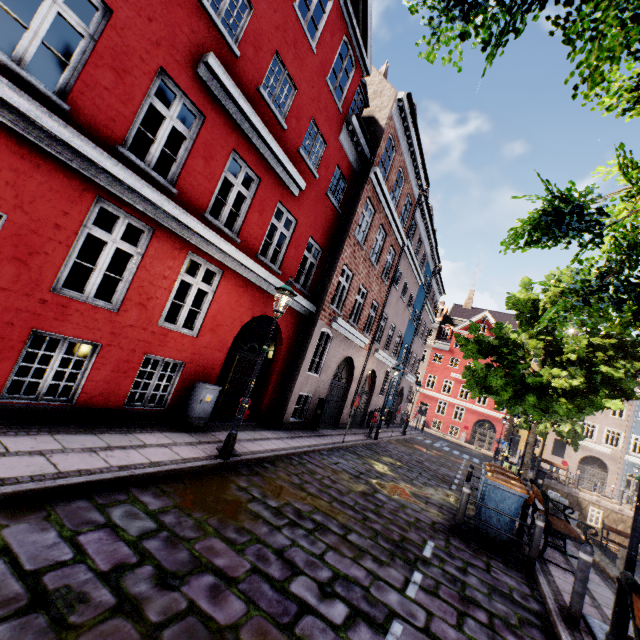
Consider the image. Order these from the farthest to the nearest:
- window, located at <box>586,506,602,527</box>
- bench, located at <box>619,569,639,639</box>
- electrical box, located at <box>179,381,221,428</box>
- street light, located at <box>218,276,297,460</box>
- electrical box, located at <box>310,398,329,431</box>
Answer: window, located at <box>586,506,602,527</box> < electrical box, located at <box>310,398,329,431</box> < electrical box, located at <box>179,381,221,428</box> < street light, located at <box>218,276,297,460</box> < bench, located at <box>619,569,639,639</box>

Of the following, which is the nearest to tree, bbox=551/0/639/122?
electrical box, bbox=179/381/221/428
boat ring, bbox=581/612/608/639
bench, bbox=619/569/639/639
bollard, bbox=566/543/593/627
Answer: bench, bbox=619/569/639/639

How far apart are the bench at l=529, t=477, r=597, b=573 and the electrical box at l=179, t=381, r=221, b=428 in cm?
803

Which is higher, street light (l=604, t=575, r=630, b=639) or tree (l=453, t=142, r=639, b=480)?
tree (l=453, t=142, r=639, b=480)

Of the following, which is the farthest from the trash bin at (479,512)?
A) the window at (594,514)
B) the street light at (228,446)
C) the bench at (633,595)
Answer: the window at (594,514)

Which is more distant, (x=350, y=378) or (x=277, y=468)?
(x=350, y=378)

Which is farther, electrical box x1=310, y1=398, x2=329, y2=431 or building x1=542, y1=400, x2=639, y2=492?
building x1=542, y1=400, x2=639, y2=492

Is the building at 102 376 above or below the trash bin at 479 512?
above
